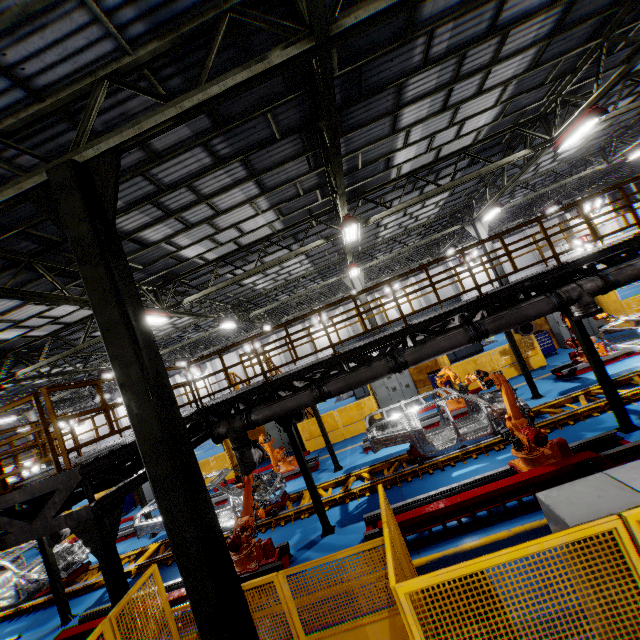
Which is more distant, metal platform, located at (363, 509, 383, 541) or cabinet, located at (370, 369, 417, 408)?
cabinet, located at (370, 369, 417, 408)

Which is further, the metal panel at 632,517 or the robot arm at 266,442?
the robot arm at 266,442

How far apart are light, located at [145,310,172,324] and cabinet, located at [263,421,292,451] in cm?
804

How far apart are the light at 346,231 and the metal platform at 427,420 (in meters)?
7.43

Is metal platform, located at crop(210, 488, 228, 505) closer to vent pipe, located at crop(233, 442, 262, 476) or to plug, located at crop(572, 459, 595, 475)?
vent pipe, located at crop(233, 442, 262, 476)

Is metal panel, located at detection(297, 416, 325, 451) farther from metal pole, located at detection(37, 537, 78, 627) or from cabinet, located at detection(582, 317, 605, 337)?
metal pole, located at detection(37, 537, 78, 627)

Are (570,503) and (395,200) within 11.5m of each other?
no

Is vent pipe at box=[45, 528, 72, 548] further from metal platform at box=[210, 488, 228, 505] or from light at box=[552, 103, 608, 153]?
light at box=[552, 103, 608, 153]
